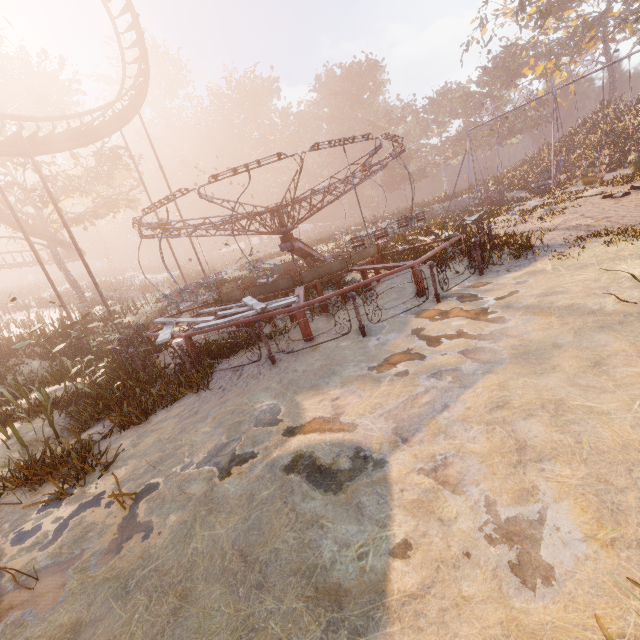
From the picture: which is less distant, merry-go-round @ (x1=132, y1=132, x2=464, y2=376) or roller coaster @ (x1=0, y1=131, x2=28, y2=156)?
merry-go-round @ (x1=132, y1=132, x2=464, y2=376)

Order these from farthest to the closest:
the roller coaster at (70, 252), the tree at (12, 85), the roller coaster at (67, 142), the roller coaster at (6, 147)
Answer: the roller coaster at (70, 252), the tree at (12, 85), the roller coaster at (67, 142), the roller coaster at (6, 147)

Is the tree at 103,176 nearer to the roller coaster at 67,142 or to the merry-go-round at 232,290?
the roller coaster at 67,142

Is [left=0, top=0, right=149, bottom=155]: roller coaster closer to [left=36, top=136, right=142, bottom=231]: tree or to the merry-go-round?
[left=36, top=136, right=142, bottom=231]: tree

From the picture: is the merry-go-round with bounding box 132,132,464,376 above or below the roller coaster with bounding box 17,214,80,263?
below

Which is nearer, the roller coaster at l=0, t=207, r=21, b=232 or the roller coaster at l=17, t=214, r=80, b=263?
the roller coaster at l=0, t=207, r=21, b=232

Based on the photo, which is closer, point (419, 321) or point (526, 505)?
point (526, 505)

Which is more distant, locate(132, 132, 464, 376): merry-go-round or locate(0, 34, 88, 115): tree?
locate(0, 34, 88, 115): tree
